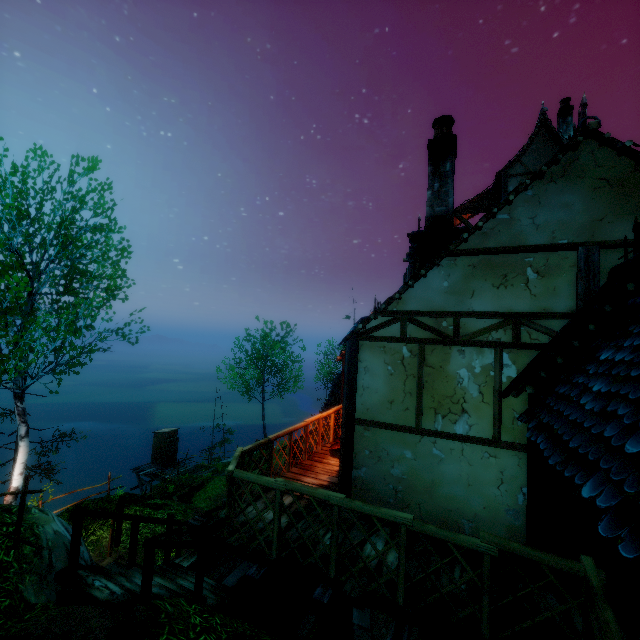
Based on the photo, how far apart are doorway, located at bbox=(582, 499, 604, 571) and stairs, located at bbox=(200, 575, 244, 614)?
5.27m

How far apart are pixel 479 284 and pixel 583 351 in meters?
1.6

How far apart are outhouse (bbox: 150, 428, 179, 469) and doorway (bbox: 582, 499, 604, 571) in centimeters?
2474cm

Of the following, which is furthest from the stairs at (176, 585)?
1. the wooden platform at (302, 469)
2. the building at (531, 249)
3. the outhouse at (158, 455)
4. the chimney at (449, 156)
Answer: the outhouse at (158, 455)

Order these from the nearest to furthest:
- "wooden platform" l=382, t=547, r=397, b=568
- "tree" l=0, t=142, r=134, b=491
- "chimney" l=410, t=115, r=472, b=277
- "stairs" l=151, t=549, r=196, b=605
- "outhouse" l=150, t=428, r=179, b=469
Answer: "wooden platform" l=382, t=547, r=397, b=568 → "stairs" l=151, t=549, r=196, b=605 → "chimney" l=410, t=115, r=472, b=277 → "tree" l=0, t=142, r=134, b=491 → "outhouse" l=150, t=428, r=179, b=469

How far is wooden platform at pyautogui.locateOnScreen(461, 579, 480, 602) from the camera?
3.9 meters

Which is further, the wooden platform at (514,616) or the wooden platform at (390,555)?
the wooden platform at (390,555)

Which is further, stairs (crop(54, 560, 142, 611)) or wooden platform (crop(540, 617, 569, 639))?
stairs (crop(54, 560, 142, 611))
